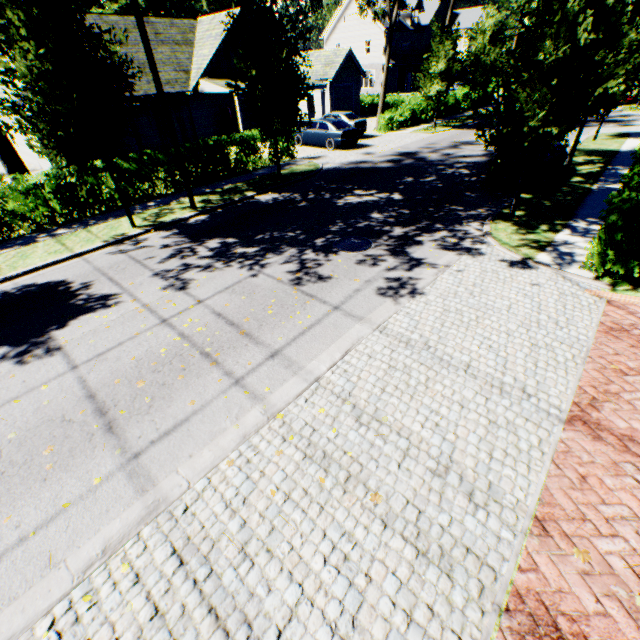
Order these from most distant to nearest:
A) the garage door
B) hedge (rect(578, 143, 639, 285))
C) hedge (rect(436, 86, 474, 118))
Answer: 1. the garage door
2. hedge (rect(436, 86, 474, 118))
3. hedge (rect(578, 143, 639, 285))

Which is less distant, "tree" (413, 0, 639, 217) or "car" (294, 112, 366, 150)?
"tree" (413, 0, 639, 217)

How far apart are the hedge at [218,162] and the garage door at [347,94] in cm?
2200

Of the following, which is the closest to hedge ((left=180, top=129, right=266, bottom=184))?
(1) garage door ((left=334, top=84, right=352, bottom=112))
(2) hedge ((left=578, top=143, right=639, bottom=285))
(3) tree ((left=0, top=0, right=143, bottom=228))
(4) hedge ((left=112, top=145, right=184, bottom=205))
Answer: (4) hedge ((left=112, top=145, right=184, bottom=205))

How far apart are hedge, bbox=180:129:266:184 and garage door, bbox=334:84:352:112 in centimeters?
2200cm

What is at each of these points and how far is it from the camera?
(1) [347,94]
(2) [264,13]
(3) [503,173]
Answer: (1) garage door, 33.7m
(2) tree, 12.1m
(3) car, 12.2m

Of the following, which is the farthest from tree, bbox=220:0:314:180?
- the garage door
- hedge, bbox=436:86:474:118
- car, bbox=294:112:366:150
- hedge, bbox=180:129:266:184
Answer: the garage door

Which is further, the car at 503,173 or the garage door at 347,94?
the garage door at 347,94
